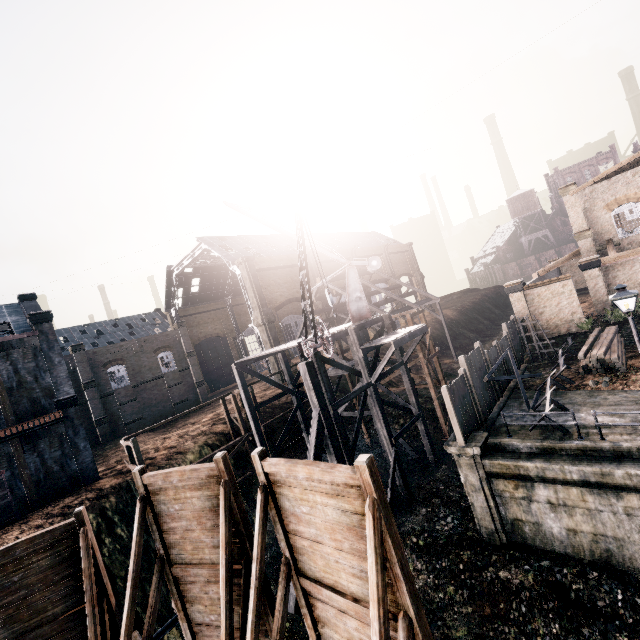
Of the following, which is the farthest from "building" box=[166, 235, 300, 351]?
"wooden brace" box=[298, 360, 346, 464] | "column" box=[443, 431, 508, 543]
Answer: "column" box=[443, 431, 508, 543]

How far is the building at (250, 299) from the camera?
44.2m

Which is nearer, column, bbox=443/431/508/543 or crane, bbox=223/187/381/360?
crane, bbox=223/187/381/360

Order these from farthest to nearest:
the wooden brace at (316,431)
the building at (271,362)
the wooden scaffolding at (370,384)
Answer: the building at (271,362)
the wooden scaffolding at (370,384)
the wooden brace at (316,431)

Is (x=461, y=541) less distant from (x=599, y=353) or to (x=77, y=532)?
(x=599, y=353)

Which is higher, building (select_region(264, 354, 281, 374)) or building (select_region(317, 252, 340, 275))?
building (select_region(317, 252, 340, 275))

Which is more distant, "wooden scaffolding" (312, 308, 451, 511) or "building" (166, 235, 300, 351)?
"building" (166, 235, 300, 351)

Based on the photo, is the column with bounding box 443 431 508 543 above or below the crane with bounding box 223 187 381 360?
below
